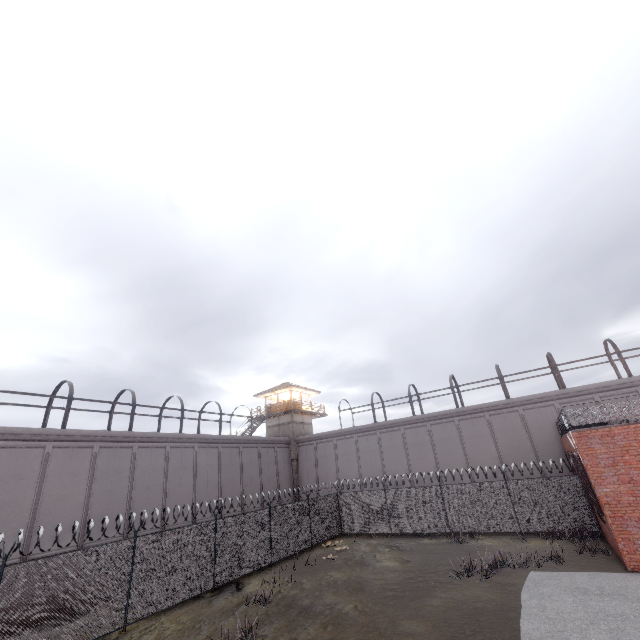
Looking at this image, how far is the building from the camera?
34.7m

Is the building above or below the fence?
above

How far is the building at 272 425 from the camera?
34.7 meters

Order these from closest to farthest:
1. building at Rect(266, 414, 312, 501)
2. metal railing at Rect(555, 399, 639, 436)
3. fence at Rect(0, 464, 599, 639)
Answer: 1. fence at Rect(0, 464, 599, 639)
2. metal railing at Rect(555, 399, 639, 436)
3. building at Rect(266, 414, 312, 501)

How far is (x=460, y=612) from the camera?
10.2m

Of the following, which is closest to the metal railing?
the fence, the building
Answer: the fence

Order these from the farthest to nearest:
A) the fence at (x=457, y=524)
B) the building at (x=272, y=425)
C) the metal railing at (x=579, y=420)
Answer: the building at (x=272, y=425) < the metal railing at (x=579, y=420) < the fence at (x=457, y=524)
